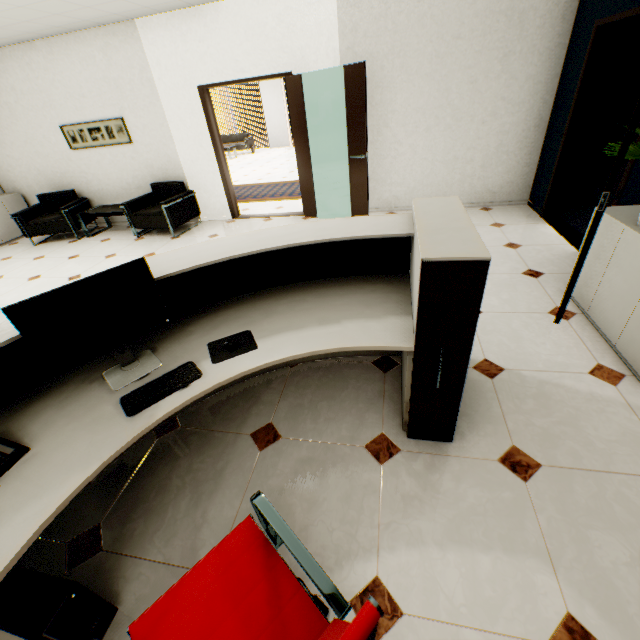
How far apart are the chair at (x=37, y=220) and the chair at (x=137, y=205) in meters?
1.2 m

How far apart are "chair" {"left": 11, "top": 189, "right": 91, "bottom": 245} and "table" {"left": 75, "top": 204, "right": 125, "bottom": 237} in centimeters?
5cm

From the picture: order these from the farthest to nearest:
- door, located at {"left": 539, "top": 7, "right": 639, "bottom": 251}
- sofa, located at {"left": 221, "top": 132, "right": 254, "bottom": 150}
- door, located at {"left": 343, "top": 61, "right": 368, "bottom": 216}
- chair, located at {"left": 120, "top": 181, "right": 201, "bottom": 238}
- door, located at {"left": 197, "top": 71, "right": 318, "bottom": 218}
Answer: sofa, located at {"left": 221, "top": 132, "right": 254, "bottom": 150}, chair, located at {"left": 120, "top": 181, "right": 201, "bottom": 238}, door, located at {"left": 197, "top": 71, "right": 318, "bottom": 218}, door, located at {"left": 343, "top": 61, "right": 368, "bottom": 216}, door, located at {"left": 539, "top": 7, "right": 639, "bottom": 251}

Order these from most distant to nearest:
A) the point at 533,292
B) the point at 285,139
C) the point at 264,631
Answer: the point at 285,139 < the point at 533,292 < the point at 264,631

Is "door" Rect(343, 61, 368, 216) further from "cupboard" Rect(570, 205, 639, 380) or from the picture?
the picture

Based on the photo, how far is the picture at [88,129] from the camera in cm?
566

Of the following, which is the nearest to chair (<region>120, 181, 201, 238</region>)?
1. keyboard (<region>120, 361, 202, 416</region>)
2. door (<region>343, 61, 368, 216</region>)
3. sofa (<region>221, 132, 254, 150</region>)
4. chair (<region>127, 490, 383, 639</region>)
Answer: door (<region>343, 61, 368, 216</region>)

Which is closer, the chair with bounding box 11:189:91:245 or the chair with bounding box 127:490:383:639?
the chair with bounding box 127:490:383:639
